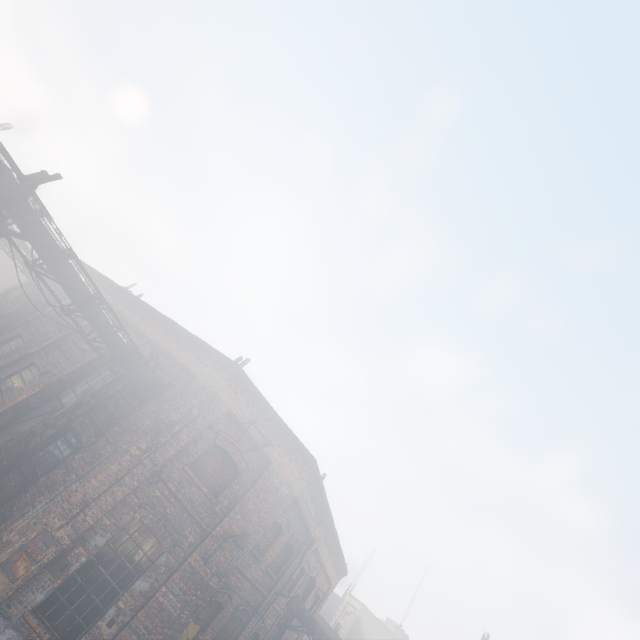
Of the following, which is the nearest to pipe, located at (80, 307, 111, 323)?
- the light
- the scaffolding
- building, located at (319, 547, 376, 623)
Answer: the scaffolding

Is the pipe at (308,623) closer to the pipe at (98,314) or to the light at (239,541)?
the light at (239,541)

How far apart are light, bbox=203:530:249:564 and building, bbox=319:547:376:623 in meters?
50.7 m

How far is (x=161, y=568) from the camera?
8.55m

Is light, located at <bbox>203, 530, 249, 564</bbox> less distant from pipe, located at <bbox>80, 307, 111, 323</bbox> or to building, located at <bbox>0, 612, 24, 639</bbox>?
building, located at <bbox>0, 612, 24, 639</bbox>

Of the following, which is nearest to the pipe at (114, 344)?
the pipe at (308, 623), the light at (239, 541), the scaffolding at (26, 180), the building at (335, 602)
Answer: the scaffolding at (26, 180)

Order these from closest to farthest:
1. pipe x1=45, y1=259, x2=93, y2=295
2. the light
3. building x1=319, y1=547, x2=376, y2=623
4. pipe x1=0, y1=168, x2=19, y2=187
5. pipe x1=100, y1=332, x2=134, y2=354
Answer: pipe x1=0, y1=168, x2=19, y2=187 < pipe x1=45, y1=259, x2=93, y2=295 < the light < pipe x1=100, y1=332, x2=134, y2=354 < building x1=319, y1=547, x2=376, y2=623

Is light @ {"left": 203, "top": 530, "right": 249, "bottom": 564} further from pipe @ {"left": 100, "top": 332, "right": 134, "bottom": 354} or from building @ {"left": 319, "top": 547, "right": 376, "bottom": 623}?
building @ {"left": 319, "top": 547, "right": 376, "bottom": 623}
